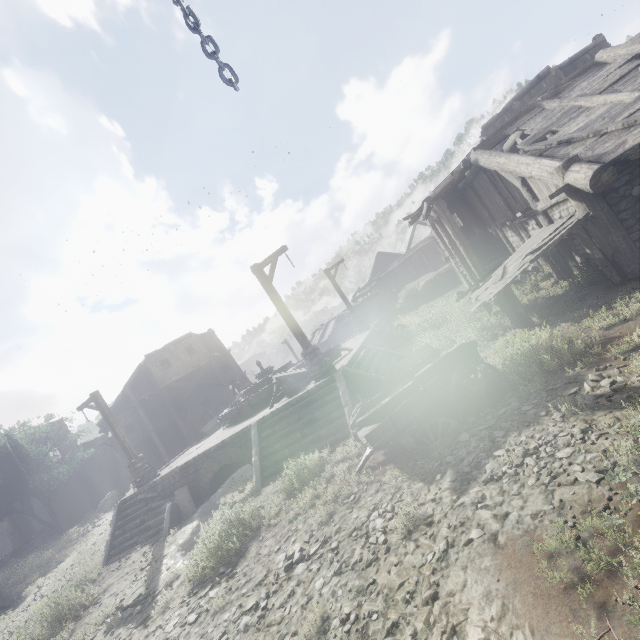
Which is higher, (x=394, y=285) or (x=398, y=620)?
(x=394, y=285)

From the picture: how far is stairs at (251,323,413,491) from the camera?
9.30m

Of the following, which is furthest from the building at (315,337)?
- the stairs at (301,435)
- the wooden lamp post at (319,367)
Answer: the wooden lamp post at (319,367)

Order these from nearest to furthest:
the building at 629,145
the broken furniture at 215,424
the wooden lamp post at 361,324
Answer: the building at 629,145, the broken furniture at 215,424, the wooden lamp post at 361,324

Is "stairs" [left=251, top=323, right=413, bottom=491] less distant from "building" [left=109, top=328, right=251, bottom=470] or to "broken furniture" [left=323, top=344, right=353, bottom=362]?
"broken furniture" [left=323, top=344, right=353, bottom=362]

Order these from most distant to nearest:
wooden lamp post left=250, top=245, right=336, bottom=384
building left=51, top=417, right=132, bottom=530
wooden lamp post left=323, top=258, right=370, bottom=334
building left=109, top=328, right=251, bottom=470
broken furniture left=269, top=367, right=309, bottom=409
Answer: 1. building left=51, top=417, right=132, bottom=530
2. building left=109, top=328, right=251, bottom=470
3. wooden lamp post left=323, top=258, right=370, bottom=334
4. broken furniture left=269, top=367, right=309, bottom=409
5. wooden lamp post left=250, top=245, right=336, bottom=384

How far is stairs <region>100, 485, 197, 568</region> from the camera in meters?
11.6

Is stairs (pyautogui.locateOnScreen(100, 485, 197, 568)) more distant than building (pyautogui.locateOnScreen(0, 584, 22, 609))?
No
